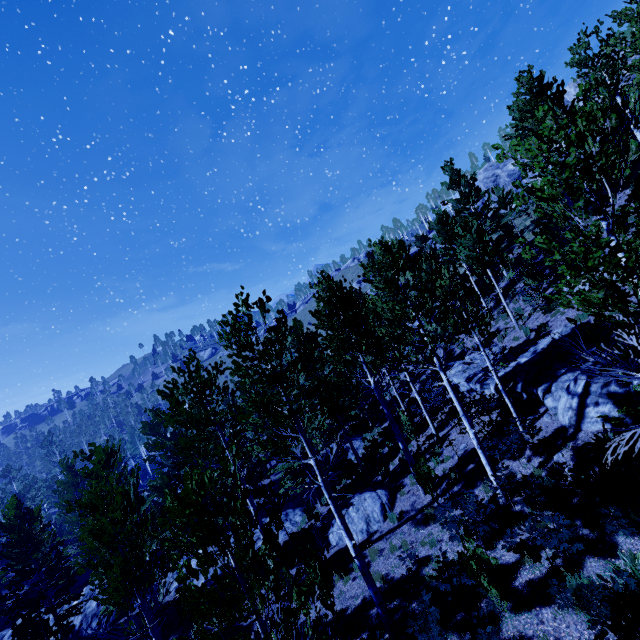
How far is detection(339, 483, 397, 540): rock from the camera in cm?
1344

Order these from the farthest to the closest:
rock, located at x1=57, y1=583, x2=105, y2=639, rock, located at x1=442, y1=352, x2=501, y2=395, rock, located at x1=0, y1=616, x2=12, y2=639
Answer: rock, located at x1=0, y1=616, x2=12, y2=639 → rock, located at x1=57, y1=583, x2=105, y2=639 → rock, located at x1=442, y1=352, x2=501, y2=395

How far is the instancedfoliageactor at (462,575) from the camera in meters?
7.1

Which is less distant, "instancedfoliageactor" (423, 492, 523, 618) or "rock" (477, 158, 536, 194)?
"instancedfoliageactor" (423, 492, 523, 618)

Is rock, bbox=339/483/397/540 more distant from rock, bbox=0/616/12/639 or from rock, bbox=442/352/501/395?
rock, bbox=442/352/501/395

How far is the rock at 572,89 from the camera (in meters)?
29.36

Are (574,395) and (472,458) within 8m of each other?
yes

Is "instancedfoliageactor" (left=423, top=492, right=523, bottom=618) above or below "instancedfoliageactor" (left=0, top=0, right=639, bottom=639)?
below
